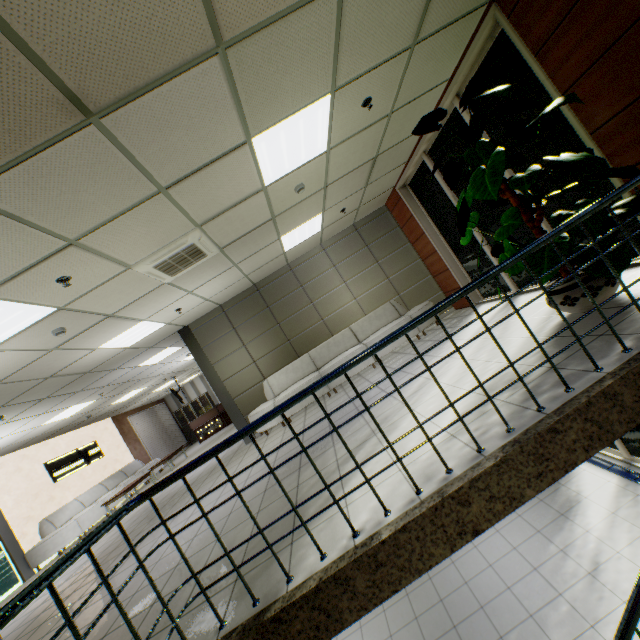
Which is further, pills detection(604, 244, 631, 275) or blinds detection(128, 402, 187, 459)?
blinds detection(128, 402, 187, 459)

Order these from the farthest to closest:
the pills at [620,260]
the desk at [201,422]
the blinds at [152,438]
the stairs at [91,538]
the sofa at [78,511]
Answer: the desk at [201,422] < the blinds at [152,438] < the sofa at [78,511] < the pills at [620,260] < the stairs at [91,538]

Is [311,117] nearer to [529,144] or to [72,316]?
[529,144]

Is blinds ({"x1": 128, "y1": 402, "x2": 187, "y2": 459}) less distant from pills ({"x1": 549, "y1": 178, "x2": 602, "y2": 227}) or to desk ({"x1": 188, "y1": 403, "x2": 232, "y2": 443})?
desk ({"x1": 188, "y1": 403, "x2": 232, "y2": 443})

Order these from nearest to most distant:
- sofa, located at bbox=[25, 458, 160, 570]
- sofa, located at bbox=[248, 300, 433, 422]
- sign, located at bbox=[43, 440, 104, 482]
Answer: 1. sofa, located at bbox=[248, 300, 433, 422]
2. sofa, located at bbox=[25, 458, 160, 570]
3. sign, located at bbox=[43, 440, 104, 482]

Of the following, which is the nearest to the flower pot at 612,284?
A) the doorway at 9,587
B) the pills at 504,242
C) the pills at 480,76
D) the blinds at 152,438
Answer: the pills at 504,242

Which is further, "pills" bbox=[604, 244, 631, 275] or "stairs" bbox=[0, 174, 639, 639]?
"pills" bbox=[604, 244, 631, 275]

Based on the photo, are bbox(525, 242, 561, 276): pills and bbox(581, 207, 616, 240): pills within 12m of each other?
yes
